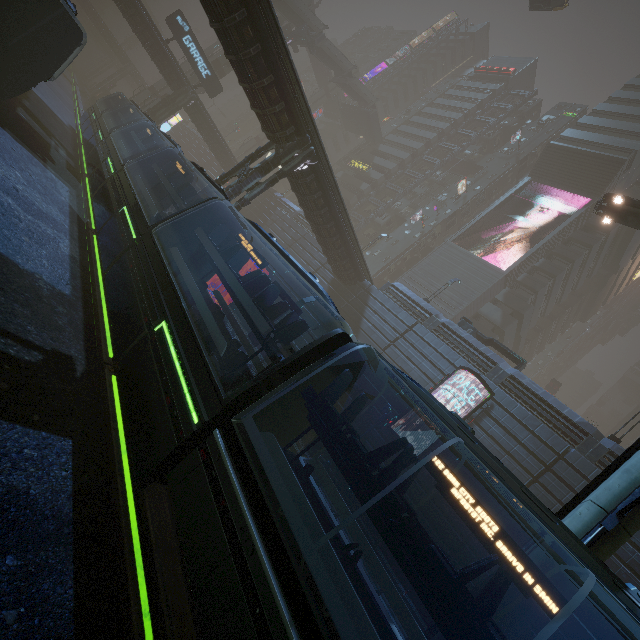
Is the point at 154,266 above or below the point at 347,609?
below

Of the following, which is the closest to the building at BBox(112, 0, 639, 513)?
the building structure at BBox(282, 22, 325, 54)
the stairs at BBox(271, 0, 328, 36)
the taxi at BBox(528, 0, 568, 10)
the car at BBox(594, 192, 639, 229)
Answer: the stairs at BBox(271, 0, 328, 36)

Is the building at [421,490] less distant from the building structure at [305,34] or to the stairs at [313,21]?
the stairs at [313,21]

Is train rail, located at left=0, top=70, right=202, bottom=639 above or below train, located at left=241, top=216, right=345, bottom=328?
below

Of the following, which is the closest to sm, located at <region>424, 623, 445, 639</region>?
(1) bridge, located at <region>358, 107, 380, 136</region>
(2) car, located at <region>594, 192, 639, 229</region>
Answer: (2) car, located at <region>594, 192, 639, 229</region>

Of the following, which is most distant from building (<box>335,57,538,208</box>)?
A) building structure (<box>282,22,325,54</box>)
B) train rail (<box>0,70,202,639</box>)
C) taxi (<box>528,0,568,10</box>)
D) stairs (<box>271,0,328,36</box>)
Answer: taxi (<box>528,0,568,10</box>)

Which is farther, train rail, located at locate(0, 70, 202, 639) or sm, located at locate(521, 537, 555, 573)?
sm, located at locate(521, 537, 555, 573)

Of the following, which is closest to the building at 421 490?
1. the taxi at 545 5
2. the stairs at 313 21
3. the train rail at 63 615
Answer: the train rail at 63 615
